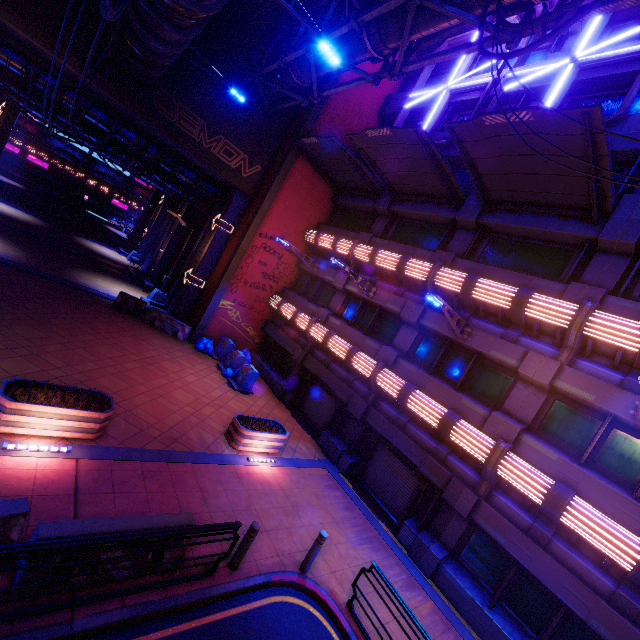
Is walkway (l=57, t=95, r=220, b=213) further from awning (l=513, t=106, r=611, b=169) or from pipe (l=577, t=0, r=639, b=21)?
awning (l=513, t=106, r=611, b=169)

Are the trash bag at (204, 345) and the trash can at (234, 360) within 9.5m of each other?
yes

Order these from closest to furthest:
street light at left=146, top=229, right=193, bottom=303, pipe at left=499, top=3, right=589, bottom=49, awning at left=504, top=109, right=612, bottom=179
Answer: pipe at left=499, top=3, right=589, bottom=49
awning at left=504, top=109, right=612, bottom=179
street light at left=146, top=229, right=193, bottom=303

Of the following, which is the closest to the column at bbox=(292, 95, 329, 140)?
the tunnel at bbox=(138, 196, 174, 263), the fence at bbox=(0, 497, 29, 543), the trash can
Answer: the trash can

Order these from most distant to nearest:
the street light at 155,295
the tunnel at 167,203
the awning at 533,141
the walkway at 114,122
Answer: the tunnel at 167,203, the street light at 155,295, the walkway at 114,122, the awning at 533,141

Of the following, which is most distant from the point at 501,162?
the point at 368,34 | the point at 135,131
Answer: the point at 135,131

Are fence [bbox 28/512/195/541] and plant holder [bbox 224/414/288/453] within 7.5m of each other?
yes

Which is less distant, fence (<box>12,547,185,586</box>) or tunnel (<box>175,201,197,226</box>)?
fence (<box>12,547,185,586</box>)
